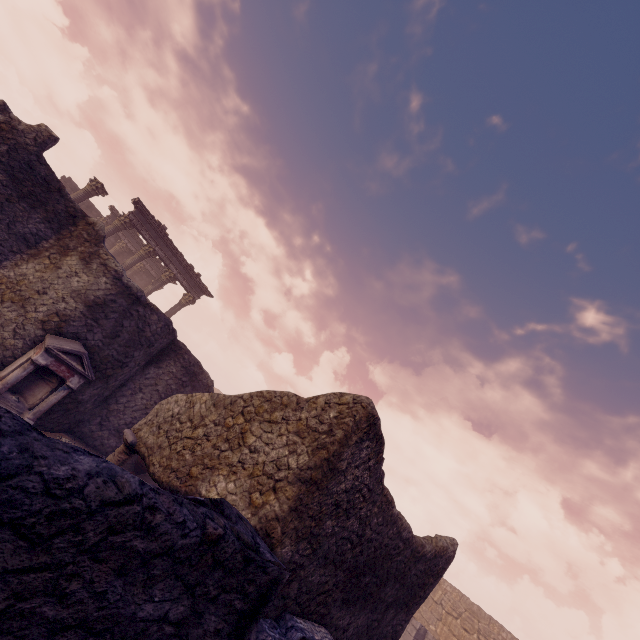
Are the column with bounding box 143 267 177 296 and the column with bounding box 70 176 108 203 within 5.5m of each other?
yes

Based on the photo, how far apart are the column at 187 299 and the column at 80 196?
6.1m

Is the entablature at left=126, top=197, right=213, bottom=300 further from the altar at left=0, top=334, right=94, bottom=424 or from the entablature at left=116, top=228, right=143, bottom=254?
the altar at left=0, top=334, right=94, bottom=424

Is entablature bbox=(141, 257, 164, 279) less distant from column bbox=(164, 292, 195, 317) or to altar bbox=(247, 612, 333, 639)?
column bbox=(164, 292, 195, 317)

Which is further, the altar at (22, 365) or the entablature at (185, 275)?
the entablature at (185, 275)

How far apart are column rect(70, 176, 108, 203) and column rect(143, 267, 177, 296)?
4.4 meters

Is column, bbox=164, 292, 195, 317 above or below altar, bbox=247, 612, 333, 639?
above

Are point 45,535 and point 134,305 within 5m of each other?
no
